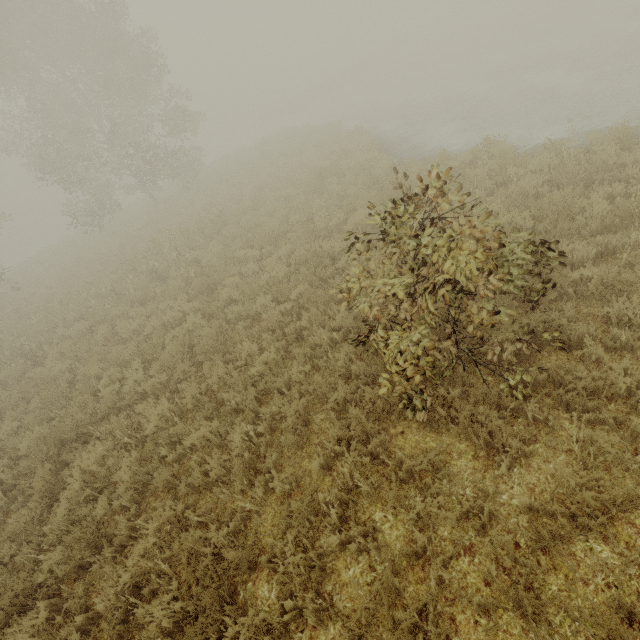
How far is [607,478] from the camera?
3.3m
